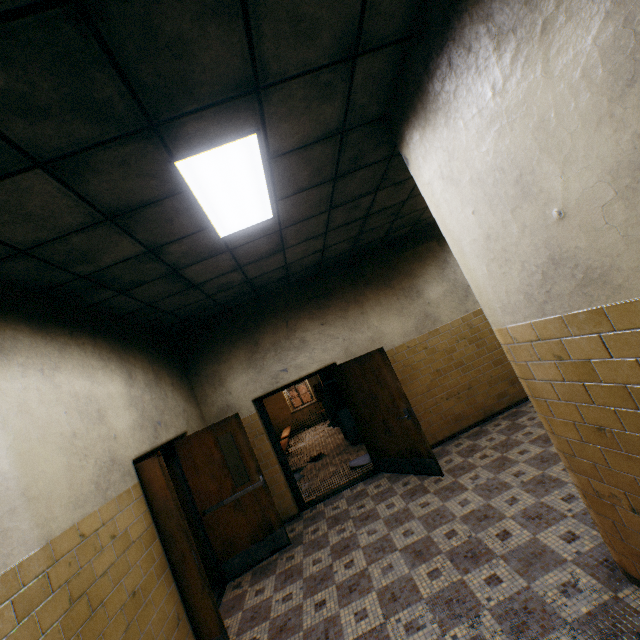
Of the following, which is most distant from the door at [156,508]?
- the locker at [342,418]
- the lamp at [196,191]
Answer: the locker at [342,418]

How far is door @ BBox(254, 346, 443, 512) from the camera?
4.98m

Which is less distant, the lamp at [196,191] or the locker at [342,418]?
the lamp at [196,191]

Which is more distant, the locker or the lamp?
the locker

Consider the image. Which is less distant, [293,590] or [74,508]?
[74,508]

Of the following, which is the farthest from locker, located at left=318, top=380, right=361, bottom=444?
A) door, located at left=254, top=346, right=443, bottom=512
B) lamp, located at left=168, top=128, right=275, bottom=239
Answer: lamp, located at left=168, top=128, right=275, bottom=239

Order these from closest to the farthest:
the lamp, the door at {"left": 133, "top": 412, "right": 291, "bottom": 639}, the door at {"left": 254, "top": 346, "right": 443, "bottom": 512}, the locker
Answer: the lamp, the door at {"left": 133, "top": 412, "right": 291, "bottom": 639}, the door at {"left": 254, "top": 346, "right": 443, "bottom": 512}, the locker

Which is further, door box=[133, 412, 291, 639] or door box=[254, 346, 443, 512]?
door box=[254, 346, 443, 512]
